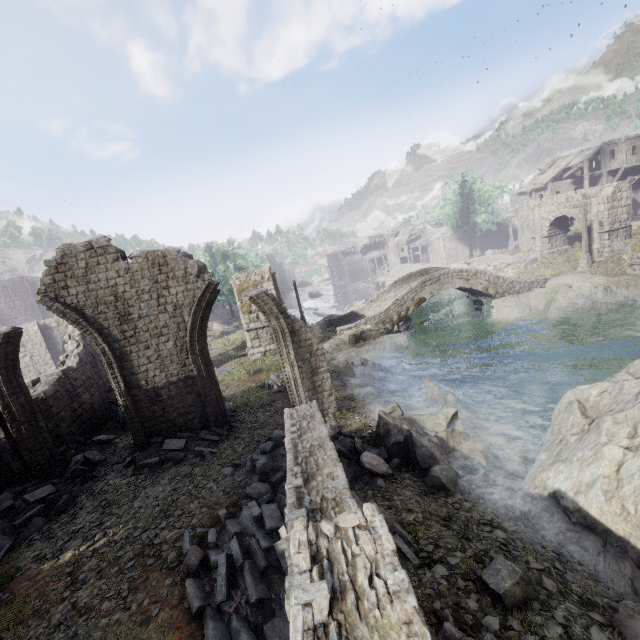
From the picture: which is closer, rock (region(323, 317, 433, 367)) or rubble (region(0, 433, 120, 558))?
rubble (region(0, 433, 120, 558))

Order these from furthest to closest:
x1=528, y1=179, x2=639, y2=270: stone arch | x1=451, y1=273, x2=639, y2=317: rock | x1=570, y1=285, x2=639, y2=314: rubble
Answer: x1=528, y1=179, x2=639, y2=270: stone arch < x1=451, y1=273, x2=639, y2=317: rock < x1=570, y1=285, x2=639, y2=314: rubble

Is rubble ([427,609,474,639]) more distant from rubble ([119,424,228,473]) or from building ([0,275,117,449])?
rubble ([119,424,228,473])

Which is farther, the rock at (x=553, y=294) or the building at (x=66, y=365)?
the rock at (x=553, y=294)

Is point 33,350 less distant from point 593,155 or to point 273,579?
point 273,579

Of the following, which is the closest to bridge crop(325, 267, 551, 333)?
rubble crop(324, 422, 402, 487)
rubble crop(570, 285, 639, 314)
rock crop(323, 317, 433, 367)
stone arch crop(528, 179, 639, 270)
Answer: rock crop(323, 317, 433, 367)

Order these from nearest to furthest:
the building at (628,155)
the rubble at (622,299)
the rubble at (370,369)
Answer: the rubble at (370,369) < the rubble at (622,299) < the building at (628,155)

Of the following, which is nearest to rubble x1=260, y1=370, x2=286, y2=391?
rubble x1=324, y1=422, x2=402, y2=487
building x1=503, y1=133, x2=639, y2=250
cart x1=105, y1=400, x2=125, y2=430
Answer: cart x1=105, y1=400, x2=125, y2=430
